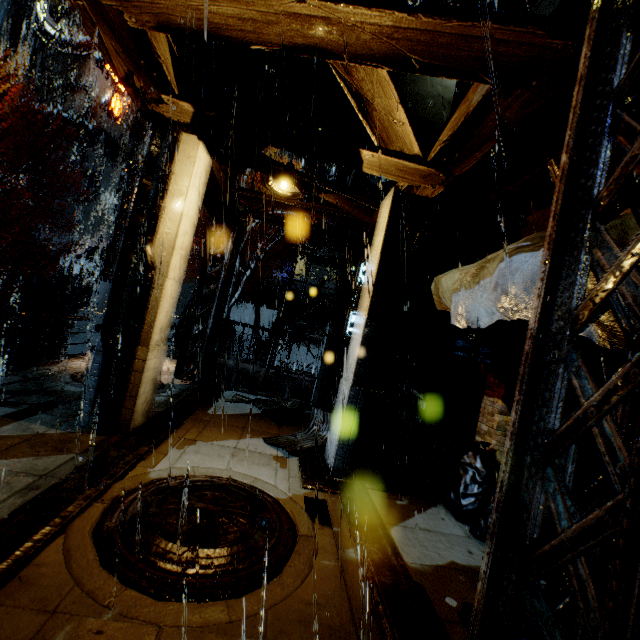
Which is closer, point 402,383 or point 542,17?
point 542,17

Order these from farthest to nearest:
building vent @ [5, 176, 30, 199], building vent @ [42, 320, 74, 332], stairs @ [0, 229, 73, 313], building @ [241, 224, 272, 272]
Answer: building vent @ [5, 176, 30, 199]
building @ [241, 224, 272, 272]
building vent @ [42, 320, 74, 332]
stairs @ [0, 229, 73, 313]

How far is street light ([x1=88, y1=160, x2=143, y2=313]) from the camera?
11.5 meters

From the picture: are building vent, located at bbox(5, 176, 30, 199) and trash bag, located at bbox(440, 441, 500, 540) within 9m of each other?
no

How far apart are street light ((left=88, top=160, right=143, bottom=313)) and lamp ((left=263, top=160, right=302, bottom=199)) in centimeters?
824cm

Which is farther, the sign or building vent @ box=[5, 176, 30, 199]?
building vent @ box=[5, 176, 30, 199]

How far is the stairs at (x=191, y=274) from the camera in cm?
2166

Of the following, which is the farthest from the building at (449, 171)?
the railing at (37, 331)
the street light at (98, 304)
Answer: the street light at (98, 304)
